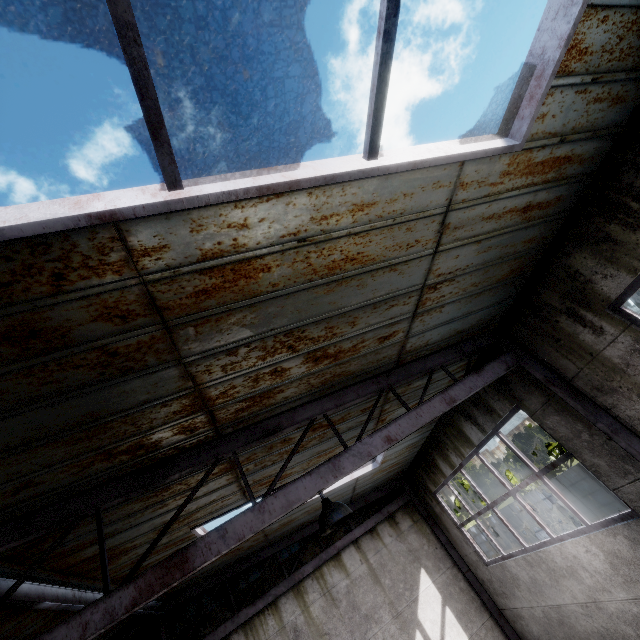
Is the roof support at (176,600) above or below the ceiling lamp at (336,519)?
above

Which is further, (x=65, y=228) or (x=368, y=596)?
(x=368, y=596)

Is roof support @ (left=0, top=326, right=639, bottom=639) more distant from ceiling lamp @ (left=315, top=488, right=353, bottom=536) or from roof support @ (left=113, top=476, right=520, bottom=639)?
roof support @ (left=113, top=476, right=520, bottom=639)

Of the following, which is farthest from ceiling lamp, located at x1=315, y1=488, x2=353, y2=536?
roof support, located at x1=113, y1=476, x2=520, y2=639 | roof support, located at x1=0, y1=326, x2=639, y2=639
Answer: roof support, located at x1=113, y1=476, x2=520, y2=639

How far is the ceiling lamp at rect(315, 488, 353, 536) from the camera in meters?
3.4 m

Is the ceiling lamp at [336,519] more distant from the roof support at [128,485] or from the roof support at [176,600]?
A: the roof support at [176,600]
